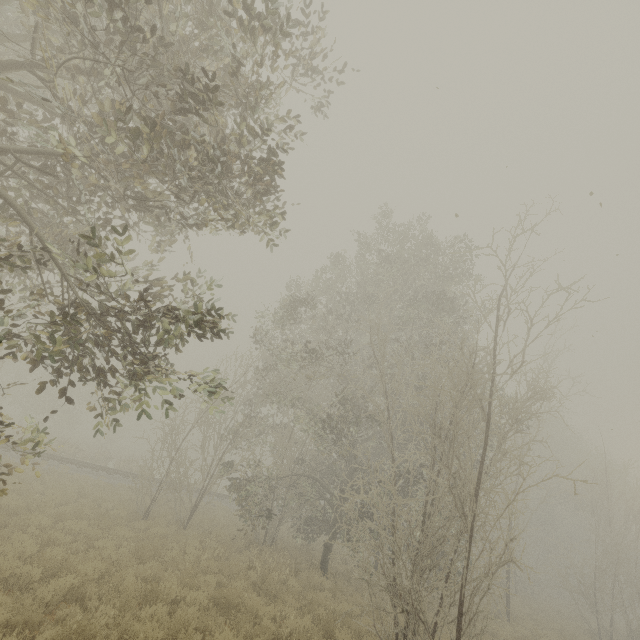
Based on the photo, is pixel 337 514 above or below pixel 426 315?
below
